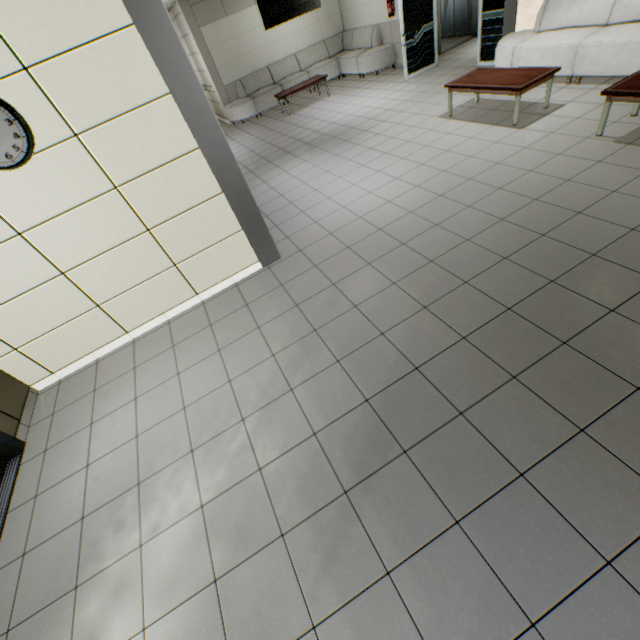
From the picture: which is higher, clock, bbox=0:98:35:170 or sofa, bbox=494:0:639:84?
clock, bbox=0:98:35:170

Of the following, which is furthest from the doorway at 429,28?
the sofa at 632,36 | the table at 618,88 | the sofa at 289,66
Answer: the table at 618,88

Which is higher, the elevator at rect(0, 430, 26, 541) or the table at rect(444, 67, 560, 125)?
the table at rect(444, 67, 560, 125)

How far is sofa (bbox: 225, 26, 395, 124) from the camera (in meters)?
9.89

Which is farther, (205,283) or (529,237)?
(205,283)

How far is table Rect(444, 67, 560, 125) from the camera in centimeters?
482cm

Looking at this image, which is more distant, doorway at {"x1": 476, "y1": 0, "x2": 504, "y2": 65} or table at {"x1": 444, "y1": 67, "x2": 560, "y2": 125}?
doorway at {"x1": 476, "y1": 0, "x2": 504, "y2": 65}

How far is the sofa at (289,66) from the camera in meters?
9.9 m
